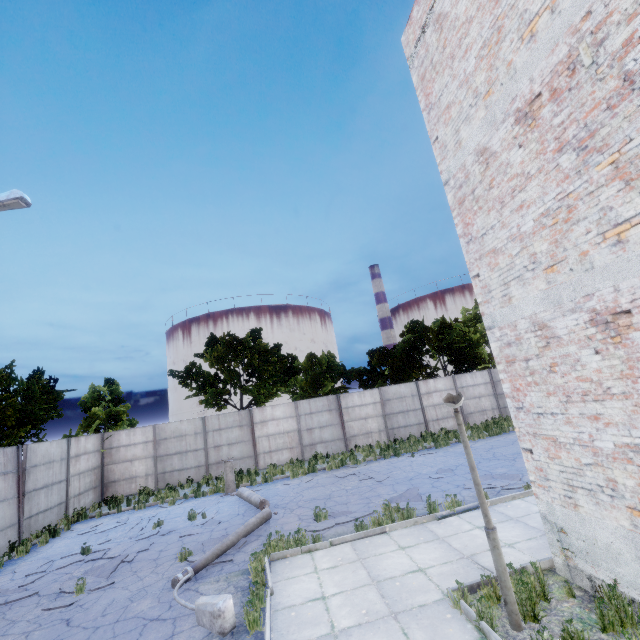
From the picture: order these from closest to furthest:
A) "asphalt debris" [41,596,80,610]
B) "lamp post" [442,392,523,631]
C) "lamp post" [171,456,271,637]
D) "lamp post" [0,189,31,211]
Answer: "lamp post" [442,392,523,631]
"lamp post" [171,456,271,637]
"asphalt debris" [41,596,80,610]
"lamp post" [0,189,31,211]

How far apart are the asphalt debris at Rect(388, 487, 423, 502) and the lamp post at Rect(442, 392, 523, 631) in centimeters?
427cm

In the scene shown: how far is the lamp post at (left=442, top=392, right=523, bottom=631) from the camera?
4.6 meters

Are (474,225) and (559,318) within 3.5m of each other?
yes

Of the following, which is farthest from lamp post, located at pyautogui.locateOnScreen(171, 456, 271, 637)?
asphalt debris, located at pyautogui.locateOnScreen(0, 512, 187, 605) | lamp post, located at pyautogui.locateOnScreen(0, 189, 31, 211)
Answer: lamp post, located at pyautogui.locateOnScreen(0, 189, 31, 211)

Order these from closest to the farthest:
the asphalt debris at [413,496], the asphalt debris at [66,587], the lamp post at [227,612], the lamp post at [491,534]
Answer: the lamp post at [491,534]
the lamp post at [227,612]
the asphalt debris at [66,587]
the asphalt debris at [413,496]

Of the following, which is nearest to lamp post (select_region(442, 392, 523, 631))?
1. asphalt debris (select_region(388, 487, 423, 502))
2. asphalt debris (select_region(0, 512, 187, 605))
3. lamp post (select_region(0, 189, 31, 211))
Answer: asphalt debris (select_region(388, 487, 423, 502))

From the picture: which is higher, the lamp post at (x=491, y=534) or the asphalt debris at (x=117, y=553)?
the lamp post at (x=491, y=534)
